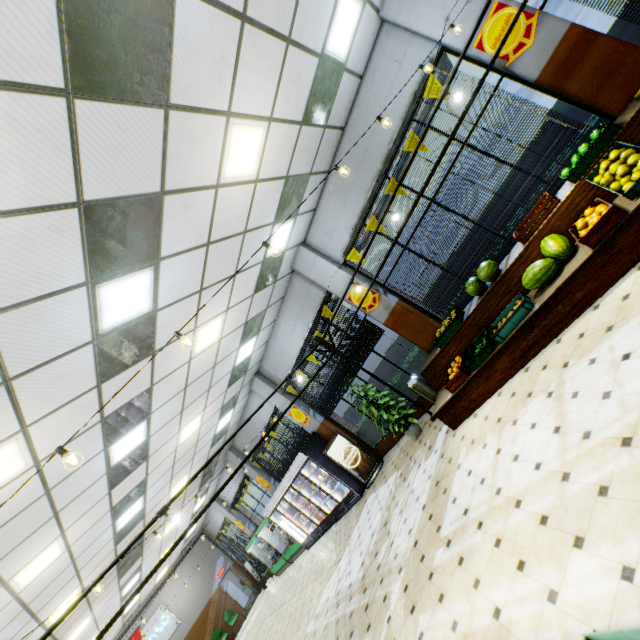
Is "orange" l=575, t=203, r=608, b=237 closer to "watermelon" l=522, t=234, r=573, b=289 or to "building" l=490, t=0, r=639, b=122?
"watermelon" l=522, t=234, r=573, b=289

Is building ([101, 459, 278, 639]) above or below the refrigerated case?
above

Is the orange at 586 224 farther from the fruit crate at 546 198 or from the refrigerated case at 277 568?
the refrigerated case at 277 568

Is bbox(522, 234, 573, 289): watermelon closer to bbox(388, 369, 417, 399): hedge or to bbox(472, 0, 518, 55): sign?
bbox(472, 0, 518, 55): sign

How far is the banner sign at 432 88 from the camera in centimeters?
539cm

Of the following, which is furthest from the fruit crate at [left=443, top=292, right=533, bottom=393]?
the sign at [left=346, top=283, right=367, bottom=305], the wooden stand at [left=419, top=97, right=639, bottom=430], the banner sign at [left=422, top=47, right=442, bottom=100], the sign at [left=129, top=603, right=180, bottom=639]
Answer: the sign at [left=129, top=603, right=180, bottom=639]

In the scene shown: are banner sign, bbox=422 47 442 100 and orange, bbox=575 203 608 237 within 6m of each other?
yes

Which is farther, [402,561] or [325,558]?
[325,558]
